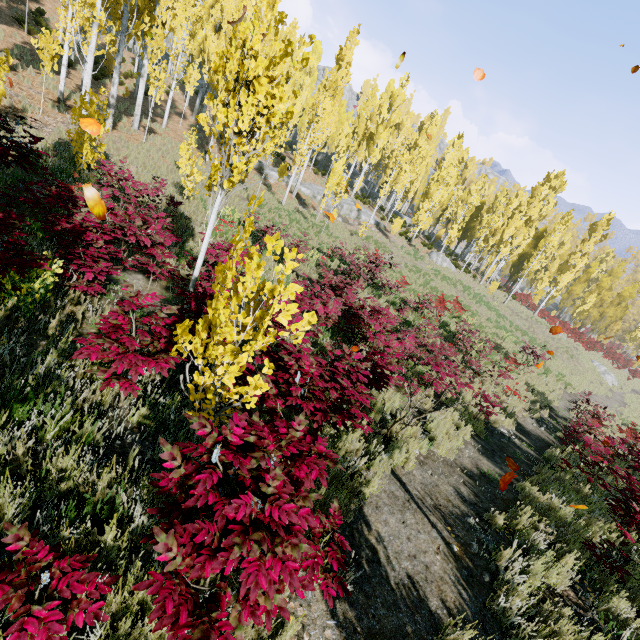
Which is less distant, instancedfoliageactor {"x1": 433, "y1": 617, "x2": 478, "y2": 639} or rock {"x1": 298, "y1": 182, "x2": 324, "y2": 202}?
instancedfoliageactor {"x1": 433, "y1": 617, "x2": 478, "y2": 639}

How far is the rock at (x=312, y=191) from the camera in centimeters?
2888cm

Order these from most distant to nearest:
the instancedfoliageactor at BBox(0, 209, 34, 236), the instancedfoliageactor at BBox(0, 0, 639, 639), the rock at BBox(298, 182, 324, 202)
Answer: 1. the rock at BBox(298, 182, 324, 202)
2. the instancedfoliageactor at BBox(0, 209, 34, 236)
3. the instancedfoliageactor at BBox(0, 0, 639, 639)

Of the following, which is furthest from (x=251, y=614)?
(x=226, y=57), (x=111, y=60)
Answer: (x=111, y=60)

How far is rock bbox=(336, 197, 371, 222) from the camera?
29.3m

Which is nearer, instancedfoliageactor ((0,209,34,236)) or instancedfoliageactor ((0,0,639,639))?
instancedfoliageactor ((0,0,639,639))

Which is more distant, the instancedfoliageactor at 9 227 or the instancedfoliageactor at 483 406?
the instancedfoliageactor at 9 227
